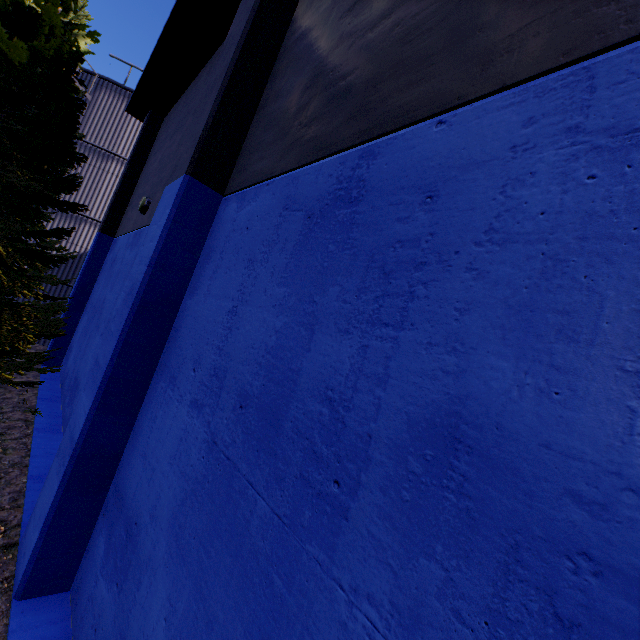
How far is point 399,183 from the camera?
1.88m

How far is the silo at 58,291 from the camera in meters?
13.7 m

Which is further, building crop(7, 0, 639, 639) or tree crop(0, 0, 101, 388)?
tree crop(0, 0, 101, 388)

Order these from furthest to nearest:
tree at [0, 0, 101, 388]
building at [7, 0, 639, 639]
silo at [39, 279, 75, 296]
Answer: silo at [39, 279, 75, 296]
tree at [0, 0, 101, 388]
building at [7, 0, 639, 639]

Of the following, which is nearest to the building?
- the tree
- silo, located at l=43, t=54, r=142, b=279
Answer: the tree

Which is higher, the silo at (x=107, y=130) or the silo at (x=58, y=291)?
the silo at (x=107, y=130)

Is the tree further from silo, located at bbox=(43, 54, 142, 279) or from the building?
silo, located at bbox=(43, 54, 142, 279)
